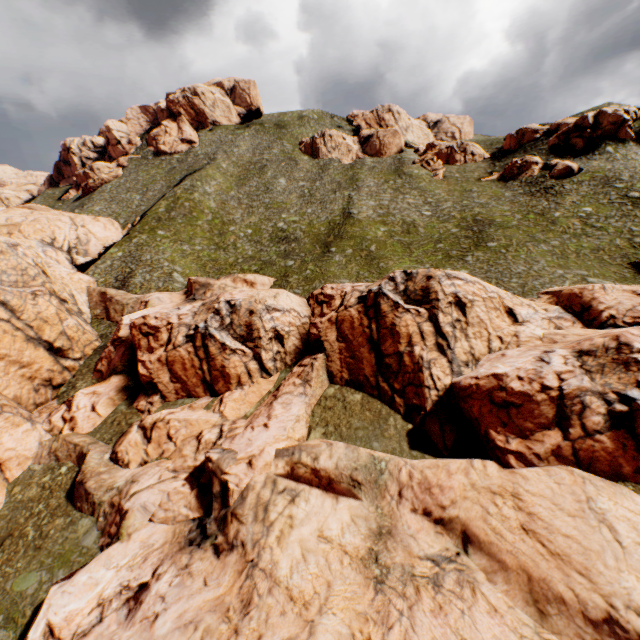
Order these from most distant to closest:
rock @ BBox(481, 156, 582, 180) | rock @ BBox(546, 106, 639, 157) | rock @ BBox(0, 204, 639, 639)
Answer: rock @ BBox(546, 106, 639, 157), rock @ BBox(481, 156, 582, 180), rock @ BBox(0, 204, 639, 639)

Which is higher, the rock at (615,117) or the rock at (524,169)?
the rock at (615,117)

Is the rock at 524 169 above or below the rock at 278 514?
above

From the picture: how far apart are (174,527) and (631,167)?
69.4 meters

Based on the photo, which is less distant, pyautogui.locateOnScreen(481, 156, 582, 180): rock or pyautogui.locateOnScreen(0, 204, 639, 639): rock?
pyautogui.locateOnScreen(0, 204, 639, 639): rock

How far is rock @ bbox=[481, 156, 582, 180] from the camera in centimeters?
4844cm

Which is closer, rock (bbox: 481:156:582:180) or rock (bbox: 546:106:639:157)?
rock (bbox: 481:156:582:180)
